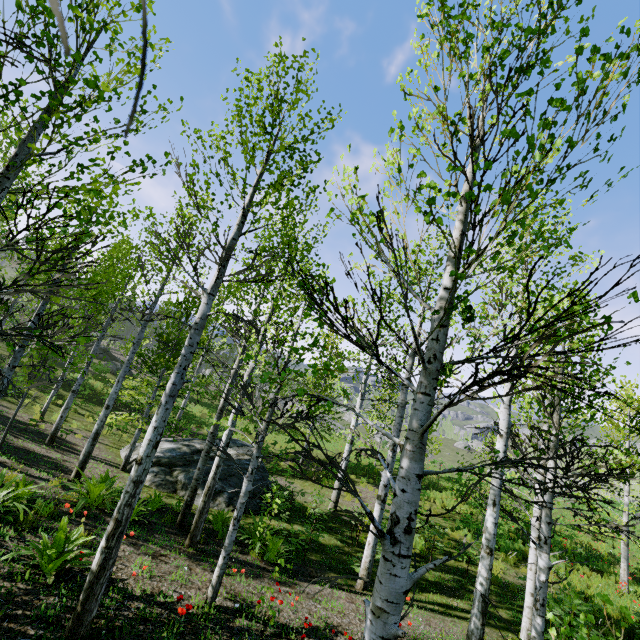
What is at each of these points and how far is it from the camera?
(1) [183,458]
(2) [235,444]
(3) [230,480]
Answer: (1) rock, 12.83m
(2) rock, 14.92m
(3) rock, 11.92m

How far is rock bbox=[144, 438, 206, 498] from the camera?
11.02m

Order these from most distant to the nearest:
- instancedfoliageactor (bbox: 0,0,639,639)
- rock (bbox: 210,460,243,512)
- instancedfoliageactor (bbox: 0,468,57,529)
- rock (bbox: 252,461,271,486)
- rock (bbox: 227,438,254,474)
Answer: rock (bbox: 227,438,254,474)
rock (bbox: 252,461,271,486)
rock (bbox: 210,460,243,512)
instancedfoliageactor (bbox: 0,468,57,529)
instancedfoliageactor (bbox: 0,0,639,639)

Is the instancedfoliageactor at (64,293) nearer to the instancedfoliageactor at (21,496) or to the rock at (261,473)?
the rock at (261,473)

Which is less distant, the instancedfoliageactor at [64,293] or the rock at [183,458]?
the instancedfoliageactor at [64,293]

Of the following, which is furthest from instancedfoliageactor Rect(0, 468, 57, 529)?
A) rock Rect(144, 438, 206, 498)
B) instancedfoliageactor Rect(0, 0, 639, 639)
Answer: rock Rect(144, 438, 206, 498)

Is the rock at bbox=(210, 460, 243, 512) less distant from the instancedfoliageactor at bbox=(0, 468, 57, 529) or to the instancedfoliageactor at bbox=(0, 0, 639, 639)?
the instancedfoliageactor at bbox=(0, 0, 639, 639)
